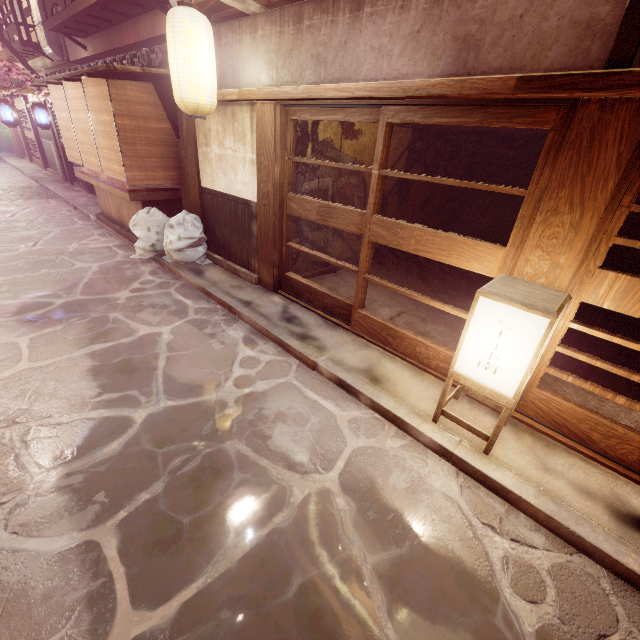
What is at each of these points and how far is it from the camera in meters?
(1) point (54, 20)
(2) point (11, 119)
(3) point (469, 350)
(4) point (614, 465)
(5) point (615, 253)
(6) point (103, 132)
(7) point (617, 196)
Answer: (1) terrace, 17.2
(2) lantern, 18.2
(3) light, 5.1
(4) door frame, 5.4
(5) building, 10.0
(6) blind, 11.0
(7) door frame, 4.3

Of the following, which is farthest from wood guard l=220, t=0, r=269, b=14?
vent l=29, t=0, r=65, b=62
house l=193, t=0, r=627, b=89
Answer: vent l=29, t=0, r=65, b=62

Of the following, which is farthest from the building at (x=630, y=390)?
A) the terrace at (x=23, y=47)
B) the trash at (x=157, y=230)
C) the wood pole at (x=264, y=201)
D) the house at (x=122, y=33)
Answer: the terrace at (x=23, y=47)

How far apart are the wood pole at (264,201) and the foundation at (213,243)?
0.01m

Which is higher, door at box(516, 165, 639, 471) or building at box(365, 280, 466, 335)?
door at box(516, 165, 639, 471)

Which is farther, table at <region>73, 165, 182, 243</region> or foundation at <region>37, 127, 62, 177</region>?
foundation at <region>37, 127, 62, 177</region>

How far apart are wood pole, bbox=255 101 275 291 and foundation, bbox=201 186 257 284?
0.0m

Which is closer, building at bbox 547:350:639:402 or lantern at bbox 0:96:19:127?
building at bbox 547:350:639:402
